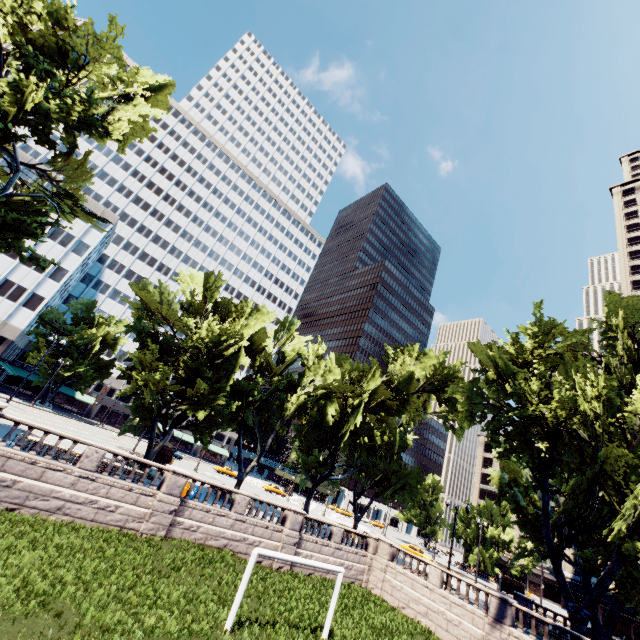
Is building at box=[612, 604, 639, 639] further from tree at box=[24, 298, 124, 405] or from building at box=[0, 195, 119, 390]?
building at box=[0, 195, 119, 390]

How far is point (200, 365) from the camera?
27.09m

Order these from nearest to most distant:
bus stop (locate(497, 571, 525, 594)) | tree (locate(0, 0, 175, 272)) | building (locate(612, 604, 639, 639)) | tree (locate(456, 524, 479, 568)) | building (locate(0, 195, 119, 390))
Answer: tree (locate(0, 0, 175, 272)) < building (locate(612, 604, 639, 639)) < bus stop (locate(497, 571, 525, 594)) < building (locate(0, 195, 119, 390)) < tree (locate(456, 524, 479, 568))

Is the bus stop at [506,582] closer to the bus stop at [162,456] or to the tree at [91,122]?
the tree at [91,122]

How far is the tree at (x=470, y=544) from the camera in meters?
55.8

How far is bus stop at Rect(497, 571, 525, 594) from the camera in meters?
46.3

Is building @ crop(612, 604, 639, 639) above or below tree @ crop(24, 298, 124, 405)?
below

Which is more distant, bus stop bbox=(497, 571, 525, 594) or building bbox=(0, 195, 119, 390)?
building bbox=(0, 195, 119, 390)
